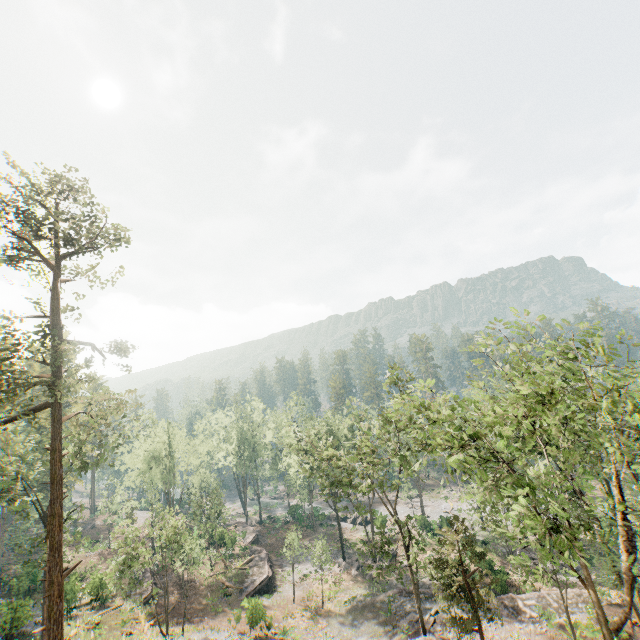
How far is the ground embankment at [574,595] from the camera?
26.24m

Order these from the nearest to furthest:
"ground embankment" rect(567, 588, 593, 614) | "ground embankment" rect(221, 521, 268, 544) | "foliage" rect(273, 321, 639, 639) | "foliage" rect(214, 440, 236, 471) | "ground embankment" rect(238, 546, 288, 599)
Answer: "foliage" rect(273, 321, 639, 639)
"ground embankment" rect(567, 588, 593, 614)
"ground embankment" rect(238, 546, 288, 599)
"ground embankment" rect(221, 521, 268, 544)
"foliage" rect(214, 440, 236, 471)

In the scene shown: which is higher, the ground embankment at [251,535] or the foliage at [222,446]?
the foliage at [222,446]

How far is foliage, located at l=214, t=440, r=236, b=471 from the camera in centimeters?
5612cm

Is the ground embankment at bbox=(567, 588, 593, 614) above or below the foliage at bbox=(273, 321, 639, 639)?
A: below

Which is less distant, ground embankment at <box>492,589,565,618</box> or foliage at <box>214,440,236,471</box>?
ground embankment at <box>492,589,565,618</box>

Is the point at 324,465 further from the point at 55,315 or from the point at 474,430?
the point at 55,315

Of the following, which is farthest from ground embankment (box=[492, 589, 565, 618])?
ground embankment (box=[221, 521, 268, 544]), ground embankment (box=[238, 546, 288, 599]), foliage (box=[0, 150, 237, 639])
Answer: ground embankment (box=[221, 521, 268, 544])
